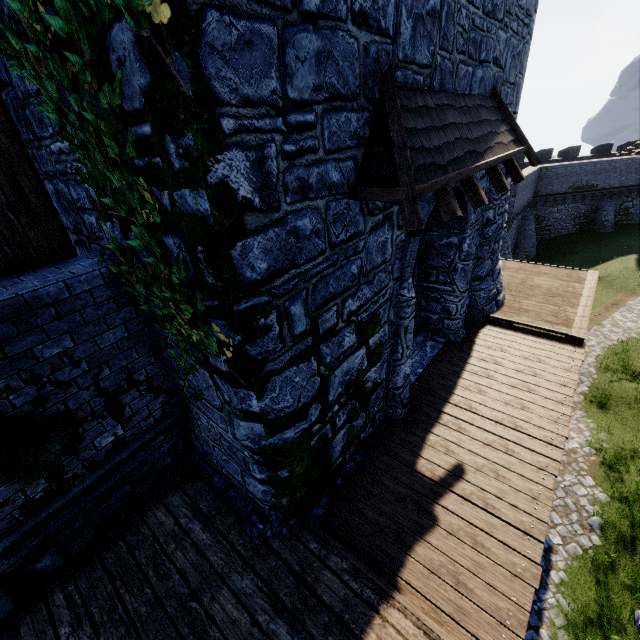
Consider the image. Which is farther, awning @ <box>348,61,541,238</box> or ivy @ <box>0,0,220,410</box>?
awning @ <box>348,61,541,238</box>

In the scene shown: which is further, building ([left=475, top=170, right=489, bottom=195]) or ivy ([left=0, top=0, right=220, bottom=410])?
building ([left=475, top=170, right=489, bottom=195])

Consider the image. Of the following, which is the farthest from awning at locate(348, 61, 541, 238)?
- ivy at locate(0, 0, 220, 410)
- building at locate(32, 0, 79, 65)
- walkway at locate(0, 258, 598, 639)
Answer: walkway at locate(0, 258, 598, 639)

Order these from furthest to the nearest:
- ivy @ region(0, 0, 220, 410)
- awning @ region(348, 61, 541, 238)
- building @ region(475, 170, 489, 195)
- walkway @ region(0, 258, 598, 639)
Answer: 1. building @ region(475, 170, 489, 195)
2. walkway @ region(0, 258, 598, 639)
3. awning @ region(348, 61, 541, 238)
4. ivy @ region(0, 0, 220, 410)

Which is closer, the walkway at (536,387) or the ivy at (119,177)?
the ivy at (119,177)

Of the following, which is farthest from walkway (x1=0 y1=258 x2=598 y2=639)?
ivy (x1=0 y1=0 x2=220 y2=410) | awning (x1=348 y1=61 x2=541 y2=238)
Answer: awning (x1=348 y1=61 x2=541 y2=238)

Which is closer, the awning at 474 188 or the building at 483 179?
A: the awning at 474 188

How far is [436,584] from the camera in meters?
4.2 m
